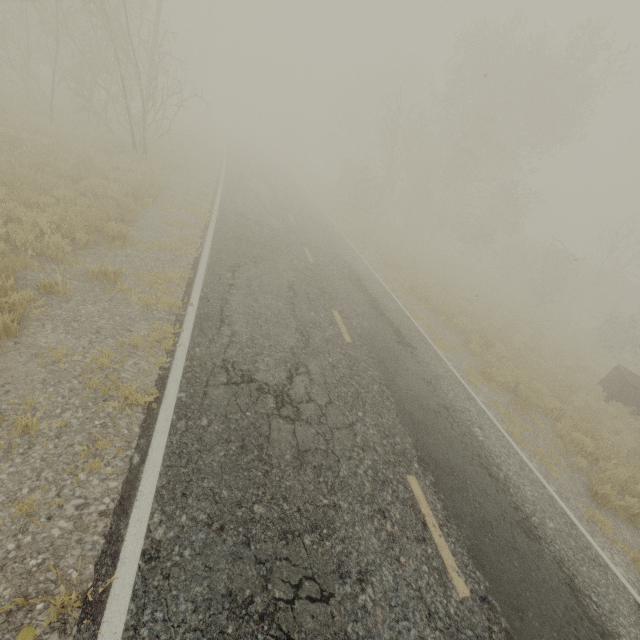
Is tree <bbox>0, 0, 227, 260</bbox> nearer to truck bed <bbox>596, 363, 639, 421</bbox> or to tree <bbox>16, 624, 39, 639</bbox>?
tree <bbox>16, 624, 39, 639</bbox>

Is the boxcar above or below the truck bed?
above

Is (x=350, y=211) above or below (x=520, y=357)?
above

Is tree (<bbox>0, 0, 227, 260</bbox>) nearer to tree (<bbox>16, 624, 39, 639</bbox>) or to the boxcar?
tree (<bbox>16, 624, 39, 639</bbox>)

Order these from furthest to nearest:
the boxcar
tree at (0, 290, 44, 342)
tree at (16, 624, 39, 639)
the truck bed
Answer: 1. the boxcar
2. the truck bed
3. tree at (0, 290, 44, 342)
4. tree at (16, 624, 39, 639)

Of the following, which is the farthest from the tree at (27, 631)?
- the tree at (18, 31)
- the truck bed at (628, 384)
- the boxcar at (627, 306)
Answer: the boxcar at (627, 306)

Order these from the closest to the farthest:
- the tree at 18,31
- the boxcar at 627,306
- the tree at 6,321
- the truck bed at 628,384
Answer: the tree at 6,321, the tree at 18,31, the truck bed at 628,384, the boxcar at 627,306

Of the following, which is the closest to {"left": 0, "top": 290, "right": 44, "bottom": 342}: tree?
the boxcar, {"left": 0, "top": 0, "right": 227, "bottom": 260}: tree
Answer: {"left": 0, "top": 0, "right": 227, "bottom": 260}: tree
